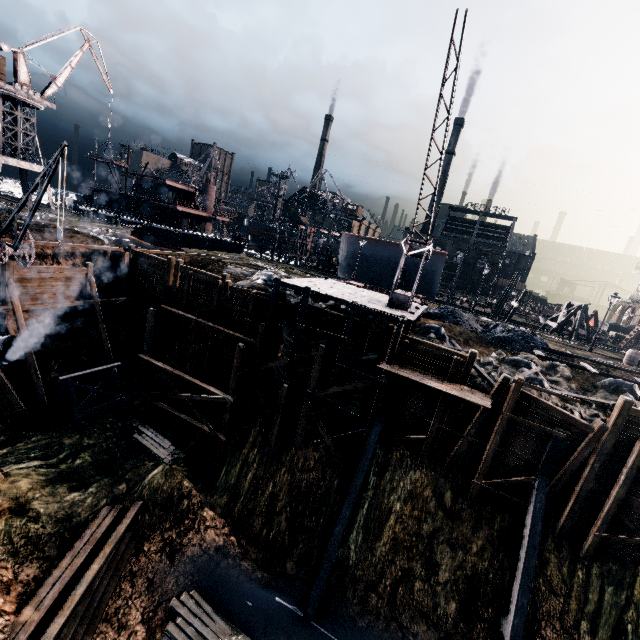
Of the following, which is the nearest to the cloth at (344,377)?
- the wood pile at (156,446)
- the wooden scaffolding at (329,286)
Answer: the wooden scaffolding at (329,286)

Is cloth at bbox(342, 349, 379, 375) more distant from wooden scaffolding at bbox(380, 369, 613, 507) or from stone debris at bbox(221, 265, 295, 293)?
stone debris at bbox(221, 265, 295, 293)

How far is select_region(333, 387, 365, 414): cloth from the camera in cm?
1989

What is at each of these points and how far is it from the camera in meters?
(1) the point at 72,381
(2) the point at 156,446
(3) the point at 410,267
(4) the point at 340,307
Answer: (1) wooden support structure, 19.1
(2) wood pile, 20.9
(3) ship construction, 44.8
(4) stone debris, 24.6

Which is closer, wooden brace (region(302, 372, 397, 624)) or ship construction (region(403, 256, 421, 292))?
wooden brace (region(302, 372, 397, 624))

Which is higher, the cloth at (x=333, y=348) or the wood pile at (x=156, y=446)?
the cloth at (x=333, y=348)

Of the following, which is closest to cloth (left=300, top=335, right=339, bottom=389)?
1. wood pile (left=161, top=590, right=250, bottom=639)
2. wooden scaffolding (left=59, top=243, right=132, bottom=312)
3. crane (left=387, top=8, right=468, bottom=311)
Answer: crane (left=387, top=8, right=468, bottom=311)

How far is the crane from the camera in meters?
12.6
